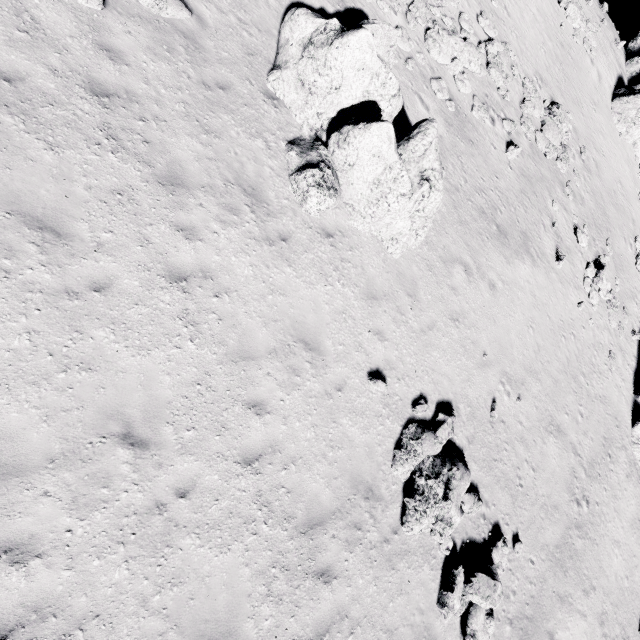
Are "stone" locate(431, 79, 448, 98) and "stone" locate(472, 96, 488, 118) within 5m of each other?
yes

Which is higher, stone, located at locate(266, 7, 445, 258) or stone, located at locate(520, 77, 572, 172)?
stone, located at locate(520, 77, 572, 172)

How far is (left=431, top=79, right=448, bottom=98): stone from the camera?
13.01m

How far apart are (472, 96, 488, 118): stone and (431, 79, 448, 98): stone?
1.29m

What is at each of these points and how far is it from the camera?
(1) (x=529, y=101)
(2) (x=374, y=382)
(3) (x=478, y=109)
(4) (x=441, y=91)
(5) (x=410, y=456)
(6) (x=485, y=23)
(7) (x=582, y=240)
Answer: (1) stone, 16.5 meters
(2) stone, 9.0 meters
(3) stone, 14.4 meters
(4) stone, 13.1 meters
(5) stone, 9.1 meters
(6) stone, 15.7 meters
(7) stone, 17.7 meters

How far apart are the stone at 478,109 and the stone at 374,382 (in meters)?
13.04

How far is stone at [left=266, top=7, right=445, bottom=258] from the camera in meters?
8.1

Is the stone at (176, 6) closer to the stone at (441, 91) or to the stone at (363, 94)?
the stone at (363, 94)
